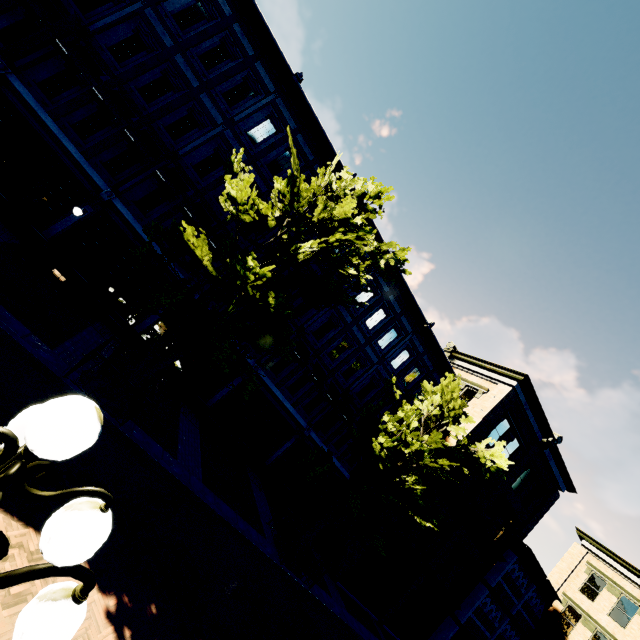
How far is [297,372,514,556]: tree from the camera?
12.3m

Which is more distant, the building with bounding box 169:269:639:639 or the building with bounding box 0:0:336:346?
the building with bounding box 169:269:639:639

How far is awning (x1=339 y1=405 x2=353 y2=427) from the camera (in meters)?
18.49

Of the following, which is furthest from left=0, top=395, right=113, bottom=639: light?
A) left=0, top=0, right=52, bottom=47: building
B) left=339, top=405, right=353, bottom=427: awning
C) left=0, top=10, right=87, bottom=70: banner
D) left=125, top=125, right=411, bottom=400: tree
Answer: left=339, top=405, right=353, bottom=427: awning

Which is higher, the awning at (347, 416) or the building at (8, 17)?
the awning at (347, 416)

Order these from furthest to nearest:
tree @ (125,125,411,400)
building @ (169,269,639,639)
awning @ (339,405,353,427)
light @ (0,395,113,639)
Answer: awning @ (339,405,353,427) → building @ (169,269,639,639) → tree @ (125,125,411,400) → light @ (0,395,113,639)

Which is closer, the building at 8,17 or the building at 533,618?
the building at 8,17

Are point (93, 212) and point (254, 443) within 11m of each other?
no
